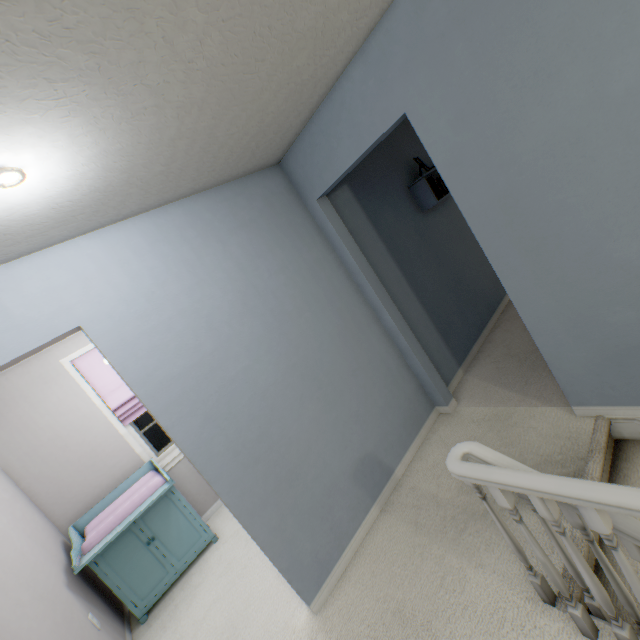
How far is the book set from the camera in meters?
3.3 m

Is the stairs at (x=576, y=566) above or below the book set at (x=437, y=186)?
below

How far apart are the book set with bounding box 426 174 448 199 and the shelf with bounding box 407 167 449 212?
0.0m

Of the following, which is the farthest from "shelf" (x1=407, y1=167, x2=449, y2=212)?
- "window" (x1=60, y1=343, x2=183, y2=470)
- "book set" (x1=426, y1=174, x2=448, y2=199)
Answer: "window" (x1=60, y1=343, x2=183, y2=470)

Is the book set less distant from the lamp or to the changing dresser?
the lamp

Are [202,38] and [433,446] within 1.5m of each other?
no

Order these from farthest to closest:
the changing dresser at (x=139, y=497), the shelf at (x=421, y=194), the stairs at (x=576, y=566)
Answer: the shelf at (x=421, y=194) < the changing dresser at (x=139, y=497) < the stairs at (x=576, y=566)

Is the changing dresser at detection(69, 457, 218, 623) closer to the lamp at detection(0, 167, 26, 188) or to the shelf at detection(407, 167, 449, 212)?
the lamp at detection(0, 167, 26, 188)
